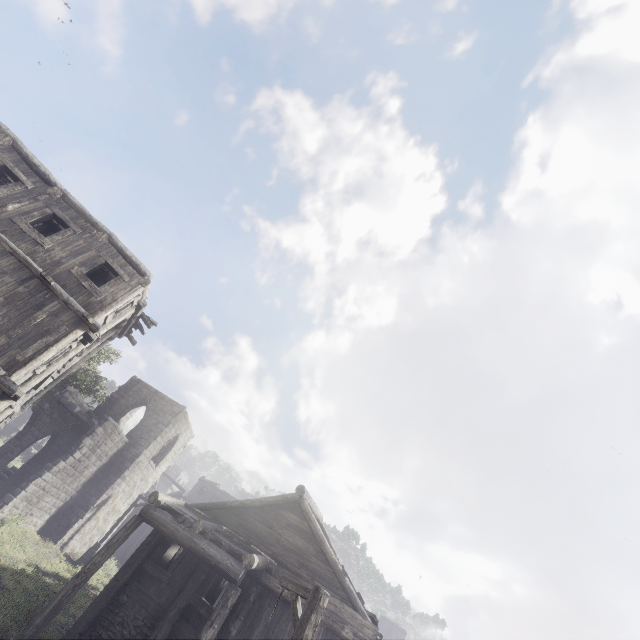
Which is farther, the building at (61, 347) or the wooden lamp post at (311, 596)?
the building at (61, 347)

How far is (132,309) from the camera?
14.5 meters

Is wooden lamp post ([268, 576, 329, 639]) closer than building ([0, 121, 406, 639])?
Yes
